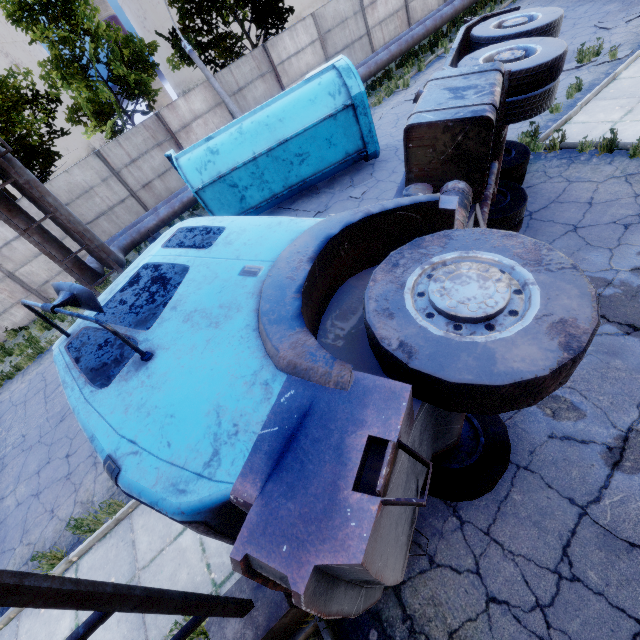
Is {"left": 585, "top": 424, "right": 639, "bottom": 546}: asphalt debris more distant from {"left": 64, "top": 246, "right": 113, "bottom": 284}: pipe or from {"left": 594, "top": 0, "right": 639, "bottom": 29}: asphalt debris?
{"left": 594, "top": 0, "right": 639, "bottom": 29}: asphalt debris

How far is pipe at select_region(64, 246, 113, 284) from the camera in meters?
9.9

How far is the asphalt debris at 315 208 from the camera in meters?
9.7 m

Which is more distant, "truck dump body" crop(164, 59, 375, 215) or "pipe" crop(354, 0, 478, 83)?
"pipe" crop(354, 0, 478, 83)

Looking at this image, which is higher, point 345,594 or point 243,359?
point 243,359

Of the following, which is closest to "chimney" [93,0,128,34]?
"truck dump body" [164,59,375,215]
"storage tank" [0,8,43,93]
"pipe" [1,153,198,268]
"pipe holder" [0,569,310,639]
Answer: "storage tank" [0,8,43,93]

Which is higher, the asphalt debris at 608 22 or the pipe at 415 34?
the pipe at 415 34

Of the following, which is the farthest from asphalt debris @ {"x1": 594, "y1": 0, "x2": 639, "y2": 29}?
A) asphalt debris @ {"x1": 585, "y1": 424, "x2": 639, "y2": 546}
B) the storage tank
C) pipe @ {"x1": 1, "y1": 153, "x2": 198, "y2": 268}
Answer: the storage tank
